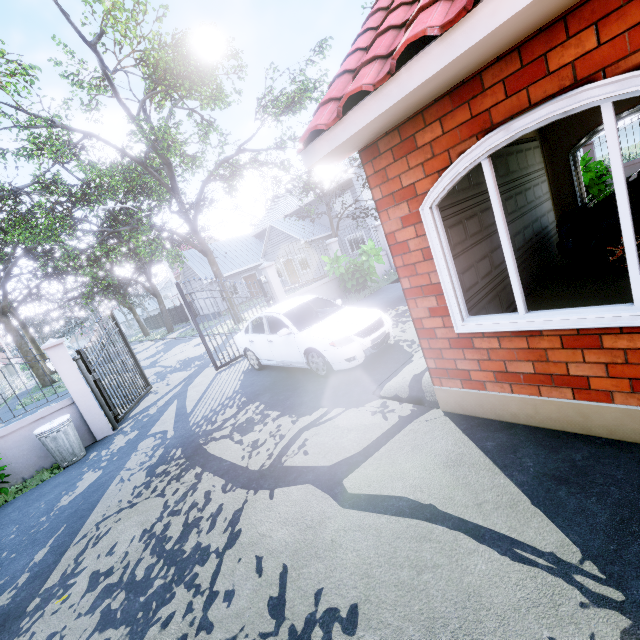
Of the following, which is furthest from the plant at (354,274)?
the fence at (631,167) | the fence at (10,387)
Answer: the fence at (10,387)

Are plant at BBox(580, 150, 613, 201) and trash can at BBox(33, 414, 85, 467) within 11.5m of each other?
no

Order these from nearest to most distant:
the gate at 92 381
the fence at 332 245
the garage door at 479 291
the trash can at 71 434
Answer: the garage door at 479 291
the trash can at 71 434
the gate at 92 381
the fence at 332 245

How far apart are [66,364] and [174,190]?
12.1 meters

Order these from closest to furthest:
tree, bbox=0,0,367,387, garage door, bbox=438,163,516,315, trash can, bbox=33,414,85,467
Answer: garage door, bbox=438,163,516,315 → trash can, bbox=33,414,85,467 → tree, bbox=0,0,367,387

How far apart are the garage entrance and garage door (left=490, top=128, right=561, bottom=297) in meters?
0.0 m

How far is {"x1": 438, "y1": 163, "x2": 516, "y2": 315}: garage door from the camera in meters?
4.1

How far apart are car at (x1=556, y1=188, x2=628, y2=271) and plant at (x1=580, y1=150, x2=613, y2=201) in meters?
8.6
